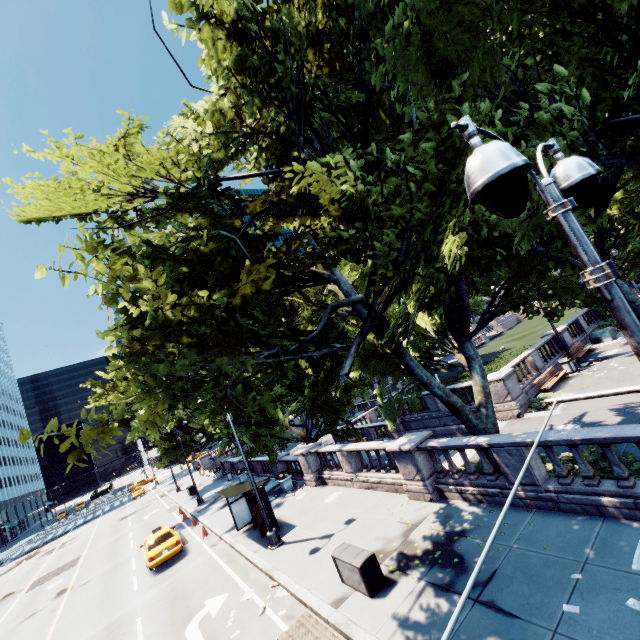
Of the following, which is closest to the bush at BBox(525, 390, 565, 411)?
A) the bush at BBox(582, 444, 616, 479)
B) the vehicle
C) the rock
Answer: the bush at BBox(582, 444, 616, 479)

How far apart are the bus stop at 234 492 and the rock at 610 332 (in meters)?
25.65

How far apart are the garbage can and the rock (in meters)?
5.82

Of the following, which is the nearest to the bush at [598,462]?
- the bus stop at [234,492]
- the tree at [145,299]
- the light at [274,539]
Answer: the tree at [145,299]

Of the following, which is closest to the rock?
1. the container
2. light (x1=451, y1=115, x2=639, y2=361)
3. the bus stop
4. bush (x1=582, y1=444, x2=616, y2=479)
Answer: light (x1=451, y1=115, x2=639, y2=361)

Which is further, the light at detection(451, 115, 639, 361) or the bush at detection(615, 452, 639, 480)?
the bush at detection(615, 452, 639, 480)

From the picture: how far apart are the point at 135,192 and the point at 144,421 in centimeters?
882cm

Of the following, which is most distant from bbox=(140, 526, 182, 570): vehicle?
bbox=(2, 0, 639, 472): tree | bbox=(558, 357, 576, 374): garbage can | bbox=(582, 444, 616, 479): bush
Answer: bbox=(558, 357, 576, 374): garbage can
